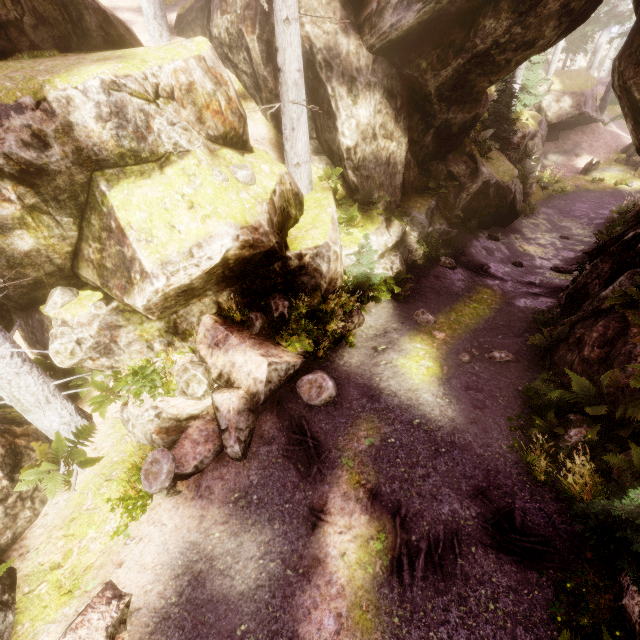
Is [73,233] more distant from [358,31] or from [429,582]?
[358,31]

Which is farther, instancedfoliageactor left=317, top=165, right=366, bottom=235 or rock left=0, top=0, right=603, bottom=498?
instancedfoliageactor left=317, top=165, right=366, bottom=235

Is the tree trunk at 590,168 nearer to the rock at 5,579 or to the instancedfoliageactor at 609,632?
the instancedfoliageactor at 609,632

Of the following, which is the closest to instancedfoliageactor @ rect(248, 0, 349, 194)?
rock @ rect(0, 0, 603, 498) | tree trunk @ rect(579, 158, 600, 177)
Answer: rock @ rect(0, 0, 603, 498)

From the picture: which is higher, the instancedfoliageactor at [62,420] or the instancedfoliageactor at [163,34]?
the instancedfoliageactor at [163,34]

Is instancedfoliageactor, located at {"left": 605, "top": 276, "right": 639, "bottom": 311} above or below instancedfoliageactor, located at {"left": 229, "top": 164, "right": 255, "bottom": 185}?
below

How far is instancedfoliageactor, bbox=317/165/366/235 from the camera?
11.4 meters

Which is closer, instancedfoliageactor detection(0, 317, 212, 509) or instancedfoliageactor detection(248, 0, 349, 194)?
instancedfoliageactor detection(0, 317, 212, 509)
